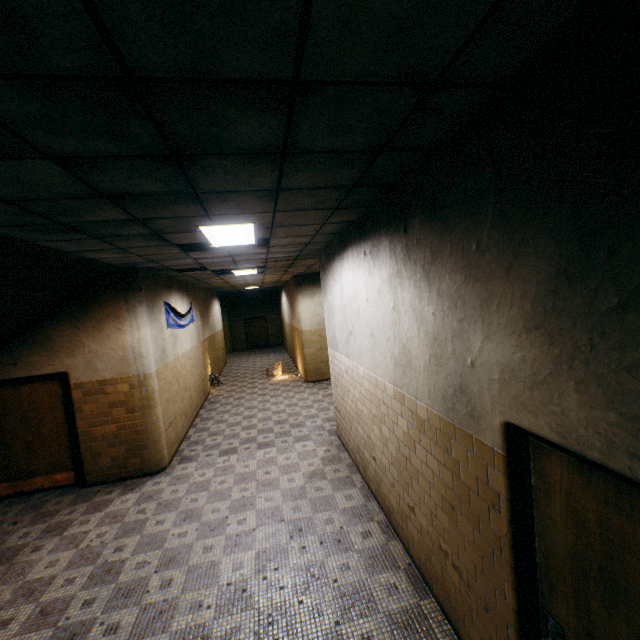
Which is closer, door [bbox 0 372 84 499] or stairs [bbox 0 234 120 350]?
stairs [bbox 0 234 120 350]

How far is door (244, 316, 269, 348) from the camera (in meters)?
23.06

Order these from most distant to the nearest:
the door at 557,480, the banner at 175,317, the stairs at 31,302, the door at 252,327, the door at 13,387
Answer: the door at 252,327
the banner at 175,317
the door at 13,387
the stairs at 31,302
the door at 557,480

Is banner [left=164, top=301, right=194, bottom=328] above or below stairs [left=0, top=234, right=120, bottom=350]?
below

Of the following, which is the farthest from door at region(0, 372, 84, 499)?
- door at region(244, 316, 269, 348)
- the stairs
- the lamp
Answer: door at region(244, 316, 269, 348)

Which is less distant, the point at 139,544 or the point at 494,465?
the point at 494,465

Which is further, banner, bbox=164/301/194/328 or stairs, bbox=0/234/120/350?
banner, bbox=164/301/194/328

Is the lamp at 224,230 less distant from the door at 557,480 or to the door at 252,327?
the door at 557,480
